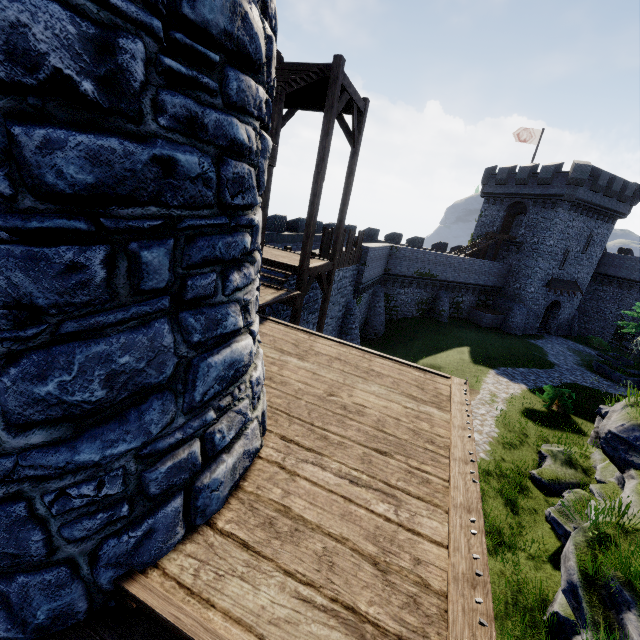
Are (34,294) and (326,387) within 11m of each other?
yes

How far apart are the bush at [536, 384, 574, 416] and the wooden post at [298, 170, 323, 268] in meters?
16.2

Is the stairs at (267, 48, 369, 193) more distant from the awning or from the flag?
the flag

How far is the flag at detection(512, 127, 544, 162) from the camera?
33.8 meters

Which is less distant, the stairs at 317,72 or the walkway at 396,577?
the walkway at 396,577

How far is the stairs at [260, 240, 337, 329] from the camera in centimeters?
1071cm

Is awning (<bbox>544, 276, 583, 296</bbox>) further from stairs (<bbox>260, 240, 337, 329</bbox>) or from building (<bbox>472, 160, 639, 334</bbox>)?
stairs (<bbox>260, 240, 337, 329</bbox>)

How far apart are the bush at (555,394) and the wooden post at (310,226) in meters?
16.2
